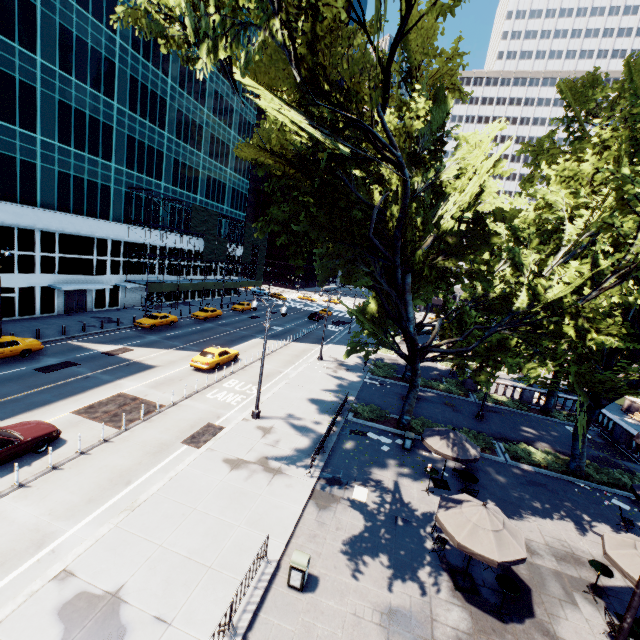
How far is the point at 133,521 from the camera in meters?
11.4 m

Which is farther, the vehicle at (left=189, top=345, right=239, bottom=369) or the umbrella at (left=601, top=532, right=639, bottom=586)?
the vehicle at (left=189, top=345, right=239, bottom=369)

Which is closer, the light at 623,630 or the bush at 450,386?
the light at 623,630

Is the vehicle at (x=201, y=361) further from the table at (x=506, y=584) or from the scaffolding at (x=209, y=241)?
the table at (x=506, y=584)

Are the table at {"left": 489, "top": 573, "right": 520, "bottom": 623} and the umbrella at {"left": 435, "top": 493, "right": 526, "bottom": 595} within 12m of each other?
yes

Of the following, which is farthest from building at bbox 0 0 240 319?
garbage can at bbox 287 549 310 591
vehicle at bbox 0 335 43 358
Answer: garbage can at bbox 287 549 310 591

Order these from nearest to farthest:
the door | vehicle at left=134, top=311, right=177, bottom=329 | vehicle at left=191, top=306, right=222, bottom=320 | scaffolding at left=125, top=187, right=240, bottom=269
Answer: vehicle at left=134, top=311, right=177, bottom=329 → the door → scaffolding at left=125, top=187, right=240, bottom=269 → vehicle at left=191, top=306, right=222, bottom=320

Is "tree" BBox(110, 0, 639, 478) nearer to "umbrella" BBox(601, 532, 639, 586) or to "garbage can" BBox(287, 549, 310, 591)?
"umbrella" BBox(601, 532, 639, 586)
